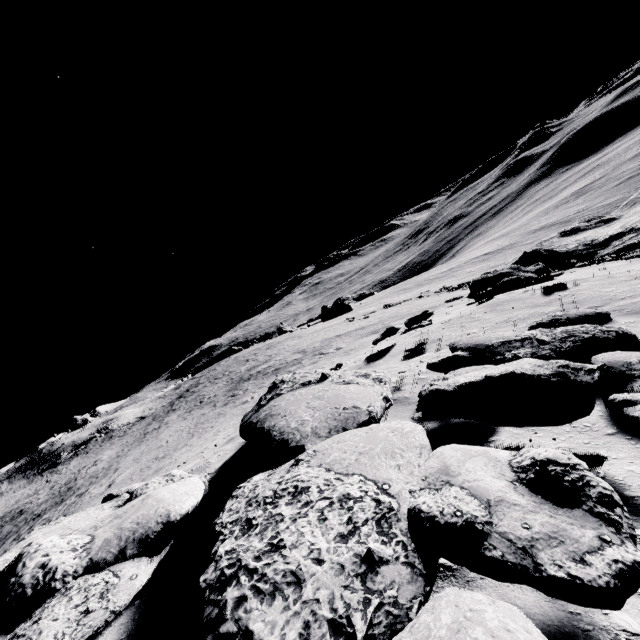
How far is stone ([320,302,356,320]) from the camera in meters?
52.4

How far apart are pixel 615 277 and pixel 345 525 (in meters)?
9.01

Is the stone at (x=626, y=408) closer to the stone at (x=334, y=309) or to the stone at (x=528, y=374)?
the stone at (x=528, y=374)

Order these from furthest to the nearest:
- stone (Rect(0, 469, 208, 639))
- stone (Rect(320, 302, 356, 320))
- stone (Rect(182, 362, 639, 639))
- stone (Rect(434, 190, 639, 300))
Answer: stone (Rect(320, 302, 356, 320))
stone (Rect(434, 190, 639, 300))
stone (Rect(0, 469, 208, 639))
stone (Rect(182, 362, 639, 639))

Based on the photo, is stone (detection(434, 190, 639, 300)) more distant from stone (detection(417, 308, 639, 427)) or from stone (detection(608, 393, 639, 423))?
stone (detection(608, 393, 639, 423))

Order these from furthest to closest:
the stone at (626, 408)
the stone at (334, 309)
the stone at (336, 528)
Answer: the stone at (334, 309)
the stone at (626, 408)
the stone at (336, 528)

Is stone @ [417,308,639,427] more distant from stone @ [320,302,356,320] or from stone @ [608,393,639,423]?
stone @ [320,302,356,320]

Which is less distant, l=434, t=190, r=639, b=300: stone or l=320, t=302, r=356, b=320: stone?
l=434, t=190, r=639, b=300: stone
